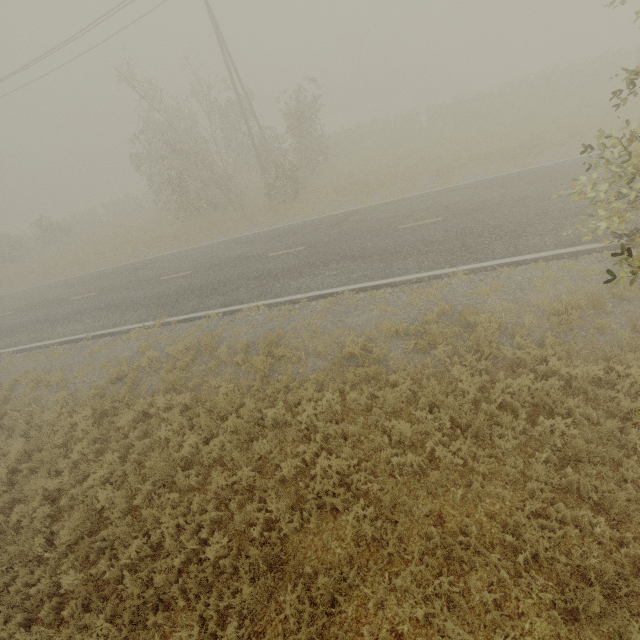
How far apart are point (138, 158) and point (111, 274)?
12.3 meters
